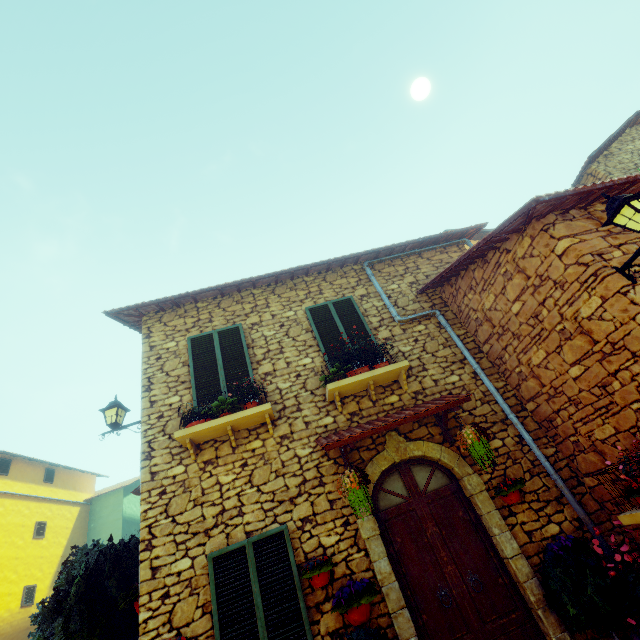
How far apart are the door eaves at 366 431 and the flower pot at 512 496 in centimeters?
80cm

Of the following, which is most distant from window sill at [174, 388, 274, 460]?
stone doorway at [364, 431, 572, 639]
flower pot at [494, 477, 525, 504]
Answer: flower pot at [494, 477, 525, 504]

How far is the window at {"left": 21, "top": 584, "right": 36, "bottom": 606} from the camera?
13.5 meters

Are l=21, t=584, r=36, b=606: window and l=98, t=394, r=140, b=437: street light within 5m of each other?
no

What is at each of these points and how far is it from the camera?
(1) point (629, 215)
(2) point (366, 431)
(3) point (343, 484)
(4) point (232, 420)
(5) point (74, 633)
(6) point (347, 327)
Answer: (1) street light, 3.5m
(2) door eaves, 4.7m
(3) flower pot, 4.3m
(4) window sill, 5.1m
(5) flower pot, 4.1m
(6) window, 6.7m

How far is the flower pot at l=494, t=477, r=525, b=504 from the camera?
4.66m

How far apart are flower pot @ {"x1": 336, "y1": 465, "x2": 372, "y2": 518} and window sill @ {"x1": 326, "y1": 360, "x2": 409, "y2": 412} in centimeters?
121cm

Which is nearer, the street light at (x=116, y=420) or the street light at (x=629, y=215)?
the street light at (x=629, y=215)
